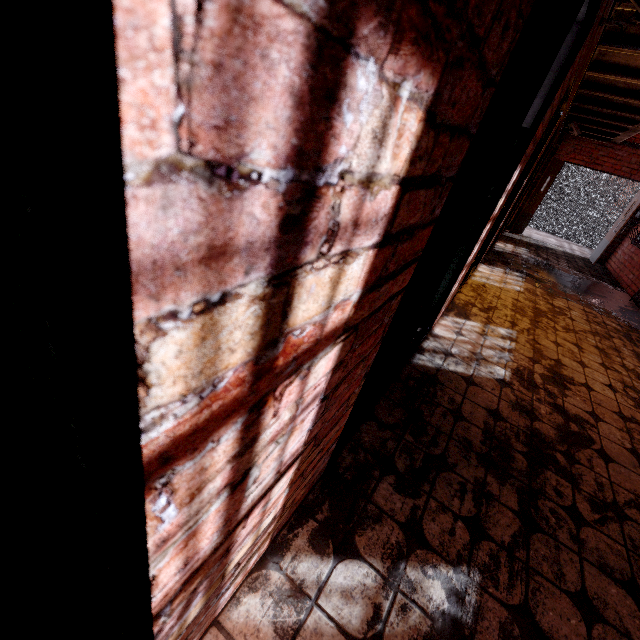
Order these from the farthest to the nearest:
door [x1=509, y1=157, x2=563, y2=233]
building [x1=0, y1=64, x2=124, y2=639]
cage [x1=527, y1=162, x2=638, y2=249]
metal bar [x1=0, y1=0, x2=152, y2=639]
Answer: cage [x1=527, y1=162, x2=638, y2=249] < door [x1=509, y1=157, x2=563, y2=233] < building [x1=0, y1=64, x2=124, y2=639] < metal bar [x1=0, y1=0, x2=152, y2=639]

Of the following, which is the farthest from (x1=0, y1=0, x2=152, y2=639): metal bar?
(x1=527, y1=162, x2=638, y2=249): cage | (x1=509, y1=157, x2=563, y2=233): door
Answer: (x1=527, y1=162, x2=638, y2=249): cage

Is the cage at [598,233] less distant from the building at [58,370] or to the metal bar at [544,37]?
the building at [58,370]

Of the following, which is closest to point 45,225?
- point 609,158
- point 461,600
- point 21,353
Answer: point 21,353

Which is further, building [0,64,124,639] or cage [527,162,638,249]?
cage [527,162,638,249]

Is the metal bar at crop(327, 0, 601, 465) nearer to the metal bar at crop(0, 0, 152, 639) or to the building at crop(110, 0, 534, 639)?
the building at crop(110, 0, 534, 639)

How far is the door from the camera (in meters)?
9.04

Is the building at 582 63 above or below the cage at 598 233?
above
